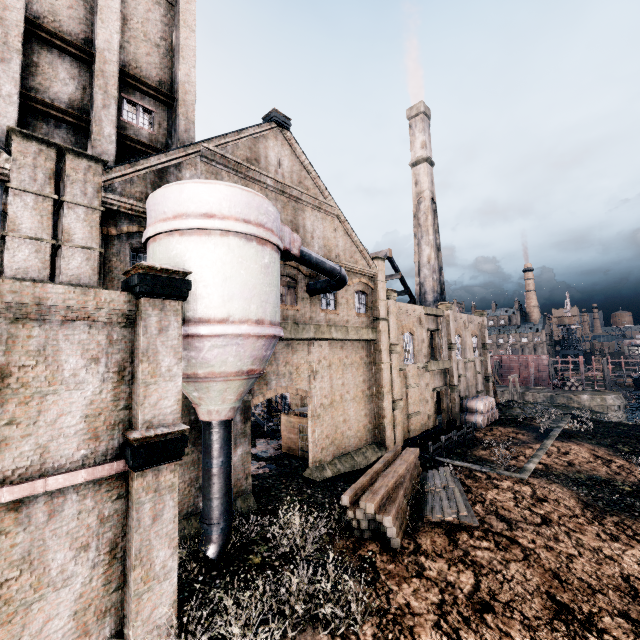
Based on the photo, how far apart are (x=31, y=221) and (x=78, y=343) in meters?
5.7 m

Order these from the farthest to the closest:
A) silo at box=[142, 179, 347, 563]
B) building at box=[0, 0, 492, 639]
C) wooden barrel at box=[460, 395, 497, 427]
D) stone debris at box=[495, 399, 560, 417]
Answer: stone debris at box=[495, 399, 560, 417] < wooden barrel at box=[460, 395, 497, 427] < silo at box=[142, 179, 347, 563] < building at box=[0, 0, 492, 639]

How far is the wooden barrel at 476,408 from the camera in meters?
33.6

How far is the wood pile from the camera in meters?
14.3 m

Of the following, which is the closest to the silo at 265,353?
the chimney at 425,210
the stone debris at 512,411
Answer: the chimney at 425,210

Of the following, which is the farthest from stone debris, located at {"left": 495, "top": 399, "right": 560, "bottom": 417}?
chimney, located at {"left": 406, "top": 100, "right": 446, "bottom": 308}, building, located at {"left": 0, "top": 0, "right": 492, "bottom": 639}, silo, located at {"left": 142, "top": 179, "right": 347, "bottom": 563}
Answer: silo, located at {"left": 142, "top": 179, "right": 347, "bottom": 563}

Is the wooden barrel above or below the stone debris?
above

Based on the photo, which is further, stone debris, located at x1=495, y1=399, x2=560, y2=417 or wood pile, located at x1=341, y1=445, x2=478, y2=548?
stone debris, located at x1=495, y1=399, x2=560, y2=417
